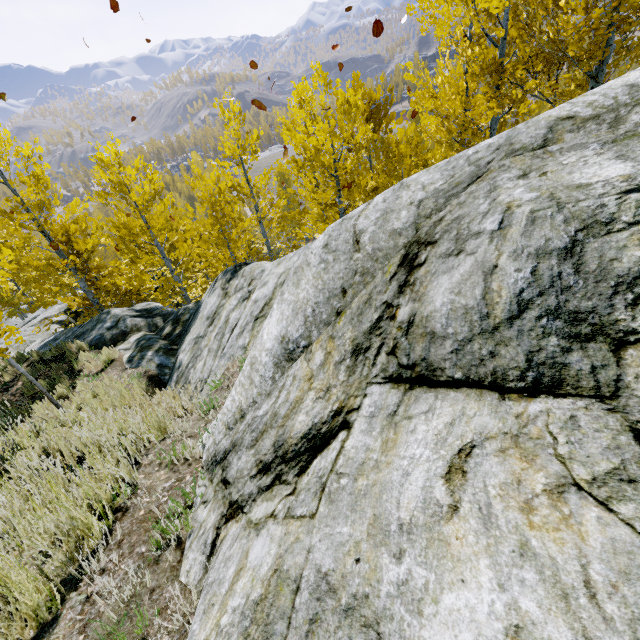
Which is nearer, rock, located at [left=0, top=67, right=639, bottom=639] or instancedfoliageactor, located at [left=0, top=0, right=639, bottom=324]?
rock, located at [left=0, top=67, right=639, bottom=639]

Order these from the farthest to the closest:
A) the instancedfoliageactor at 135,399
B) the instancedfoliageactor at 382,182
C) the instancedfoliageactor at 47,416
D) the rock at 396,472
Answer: the instancedfoliageactor at 135,399, the instancedfoliageactor at 382,182, the instancedfoliageactor at 47,416, the rock at 396,472

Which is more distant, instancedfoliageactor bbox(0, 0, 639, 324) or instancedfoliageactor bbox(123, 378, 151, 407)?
instancedfoliageactor bbox(123, 378, 151, 407)

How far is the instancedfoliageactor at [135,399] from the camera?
5.33m

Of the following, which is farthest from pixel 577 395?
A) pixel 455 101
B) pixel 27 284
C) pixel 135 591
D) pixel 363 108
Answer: pixel 27 284

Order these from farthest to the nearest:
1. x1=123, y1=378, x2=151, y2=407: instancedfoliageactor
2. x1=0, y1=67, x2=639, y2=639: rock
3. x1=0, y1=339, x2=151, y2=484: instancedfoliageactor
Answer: x1=123, y1=378, x2=151, y2=407: instancedfoliageactor
x1=0, y1=339, x2=151, y2=484: instancedfoliageactor
x1=0, y1=67, x2=639, y2=639: rock

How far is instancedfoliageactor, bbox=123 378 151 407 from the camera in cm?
533
